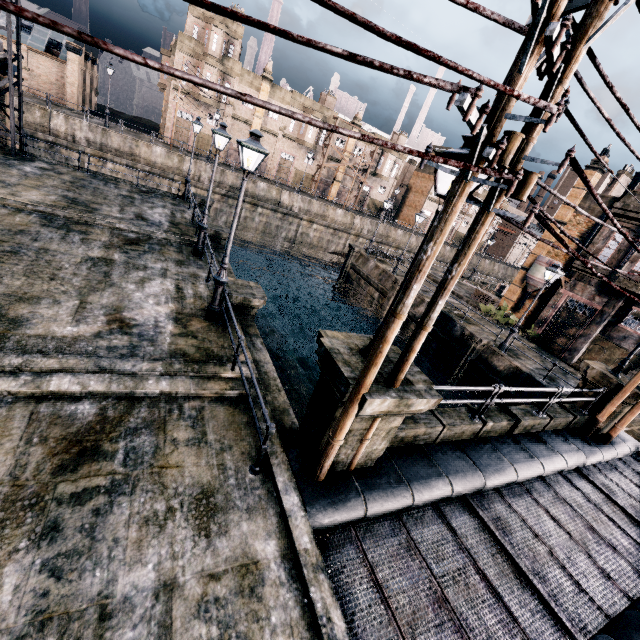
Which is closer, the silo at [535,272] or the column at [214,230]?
the column at [214,230]

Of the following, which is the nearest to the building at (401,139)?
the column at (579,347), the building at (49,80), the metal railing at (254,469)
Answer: the building at (49,80)

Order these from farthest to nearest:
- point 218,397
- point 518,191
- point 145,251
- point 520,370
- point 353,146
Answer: point 353,146
point 520,370
point 145,251
point 218,397
point 518,191

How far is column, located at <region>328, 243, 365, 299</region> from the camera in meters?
33.8

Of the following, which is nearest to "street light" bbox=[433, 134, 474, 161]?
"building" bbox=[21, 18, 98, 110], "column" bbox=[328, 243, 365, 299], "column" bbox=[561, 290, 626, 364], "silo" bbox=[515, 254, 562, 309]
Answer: "column" bbox=[561, 290, 626, 364]

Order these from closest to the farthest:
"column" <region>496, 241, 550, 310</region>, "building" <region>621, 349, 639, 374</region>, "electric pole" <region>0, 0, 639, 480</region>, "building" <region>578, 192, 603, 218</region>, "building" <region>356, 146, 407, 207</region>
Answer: "electric pole" <region>0, 0, 639, 480</region> → "building" <region>621, 349, 639, 374</region> → "building" <region>578, 192, 603, 218</region> → "column" <region>496, 241, 550, 310</region> → "building" <region>356, 146, 407, 207</region>

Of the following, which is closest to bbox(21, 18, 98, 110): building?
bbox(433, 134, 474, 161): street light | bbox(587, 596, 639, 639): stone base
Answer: bbox(433, 134, 474, 161): street light

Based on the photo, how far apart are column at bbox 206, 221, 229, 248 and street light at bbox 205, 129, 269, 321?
9.5 meters
